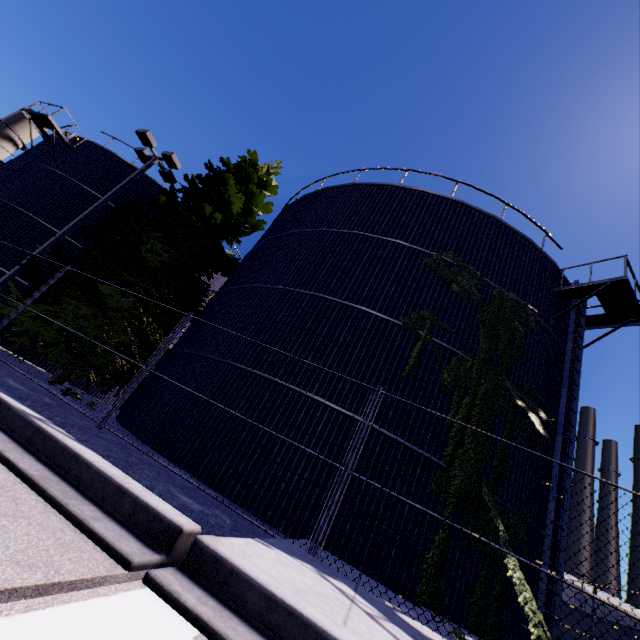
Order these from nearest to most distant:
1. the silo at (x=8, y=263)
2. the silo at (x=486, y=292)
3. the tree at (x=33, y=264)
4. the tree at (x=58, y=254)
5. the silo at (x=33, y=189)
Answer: the silo at (x=486, y=292) → the tree at (x=33, y=264) → the tree at (x=58, y=254) → the silo at (x=8, y=263) → the silo at (x=33, y=189)

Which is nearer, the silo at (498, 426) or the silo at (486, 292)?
the silo at (498, 426)

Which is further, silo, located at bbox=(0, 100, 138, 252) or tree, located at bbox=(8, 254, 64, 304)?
silo, located at bbox=(0, 100, 138, 252)

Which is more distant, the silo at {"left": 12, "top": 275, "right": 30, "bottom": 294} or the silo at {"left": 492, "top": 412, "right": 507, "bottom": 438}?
the silo at {"left": 12, "top": 275, "right": 30, "bottom": 294}

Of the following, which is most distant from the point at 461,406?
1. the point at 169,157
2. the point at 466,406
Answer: the point at 169,157

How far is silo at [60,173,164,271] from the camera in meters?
17.4 m

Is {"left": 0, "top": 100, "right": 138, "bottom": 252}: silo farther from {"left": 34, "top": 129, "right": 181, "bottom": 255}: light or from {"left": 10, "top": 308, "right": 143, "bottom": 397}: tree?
{"left": 34, "top": 129, "right": 181, "bottom": 255}: light
